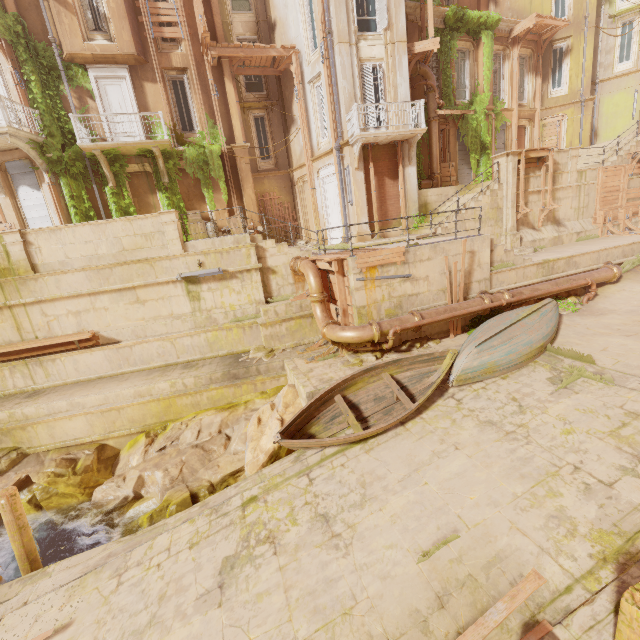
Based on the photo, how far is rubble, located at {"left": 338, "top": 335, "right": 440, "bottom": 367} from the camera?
10.3 meters

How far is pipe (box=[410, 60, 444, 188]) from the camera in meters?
16.5 m

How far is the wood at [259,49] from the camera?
15.1 meters

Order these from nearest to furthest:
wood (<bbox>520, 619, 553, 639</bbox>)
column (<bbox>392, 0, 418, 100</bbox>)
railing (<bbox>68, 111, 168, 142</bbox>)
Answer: wood (<bbox>520, 619, 553, 639</bbox>) → railing (<bbox>68, 111, 168, 142</bbox>) → column (<bbox>392, 0, 418, 100</bbox>)

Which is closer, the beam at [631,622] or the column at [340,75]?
the beam at [631,622]

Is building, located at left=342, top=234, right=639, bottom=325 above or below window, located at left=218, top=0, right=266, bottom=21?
below

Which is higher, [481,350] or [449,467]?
[481,350]

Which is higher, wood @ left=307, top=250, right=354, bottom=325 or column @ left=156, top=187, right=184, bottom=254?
column @ left=156, top=187, right=184, bottom=254
